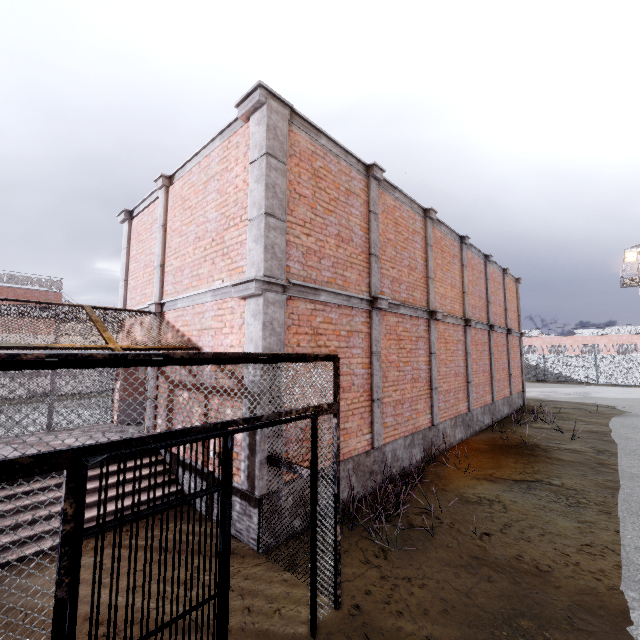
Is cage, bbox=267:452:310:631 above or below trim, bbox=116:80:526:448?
below

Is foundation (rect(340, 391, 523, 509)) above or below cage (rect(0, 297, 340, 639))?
below

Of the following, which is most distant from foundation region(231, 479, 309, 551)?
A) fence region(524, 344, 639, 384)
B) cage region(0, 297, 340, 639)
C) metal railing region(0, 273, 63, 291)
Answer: metal railing region(0, 273, 63, 291)

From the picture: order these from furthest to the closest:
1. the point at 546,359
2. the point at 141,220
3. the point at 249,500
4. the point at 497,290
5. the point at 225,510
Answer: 1. the point at 546,359
2. the point at 497,290
3. the point at 141,220
4. the point at 249,500
5. the point at 225,510

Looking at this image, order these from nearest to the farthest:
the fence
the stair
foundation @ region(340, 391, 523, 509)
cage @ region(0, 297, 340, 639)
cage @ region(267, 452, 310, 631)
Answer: cage @ region(0, 297, 340, 639)
cage @ region(267, 452, 310, 631)
the stair
foundation @ region(340, 391, 523, 509)
the fence

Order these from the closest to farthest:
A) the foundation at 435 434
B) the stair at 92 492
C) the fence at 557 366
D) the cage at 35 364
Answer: the cage at 35 364 < the stair at 92 492 < the foundation at 435 434 < the fence at 557 366

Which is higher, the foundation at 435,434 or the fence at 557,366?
the fence at 557,366

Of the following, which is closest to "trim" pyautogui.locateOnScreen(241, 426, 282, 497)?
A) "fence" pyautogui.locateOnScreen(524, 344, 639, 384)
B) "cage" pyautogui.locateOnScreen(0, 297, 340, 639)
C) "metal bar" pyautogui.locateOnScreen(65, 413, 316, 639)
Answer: "cage" pyautogui.locateOnScreen(0, 297, 340, 639)
